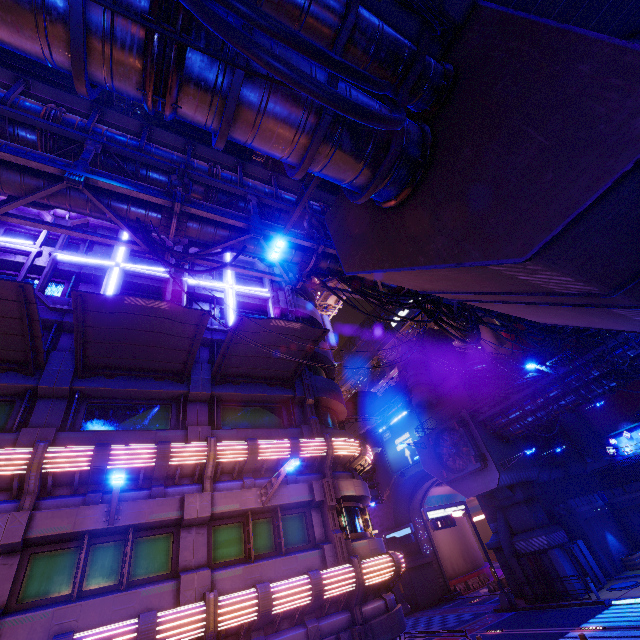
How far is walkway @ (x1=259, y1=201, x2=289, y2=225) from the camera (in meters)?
13.36

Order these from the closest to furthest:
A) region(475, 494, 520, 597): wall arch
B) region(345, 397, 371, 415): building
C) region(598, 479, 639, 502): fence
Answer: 1. region(475, 494, 520, 597): wall arch
2. region(598, 479, 639, 502): fence
3. region(345, 397, 371, 415): building

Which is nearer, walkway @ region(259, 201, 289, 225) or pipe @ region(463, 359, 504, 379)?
walkway @ region(259, 201, 289, 225)

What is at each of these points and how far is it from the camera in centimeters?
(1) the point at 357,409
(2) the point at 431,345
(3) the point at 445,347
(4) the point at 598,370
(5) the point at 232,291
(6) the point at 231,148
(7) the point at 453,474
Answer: (1) building, 5084cm
(2) building, 4125cm
(3) pillar, 4250cm
(4) walkway, 2175cm
(5) neon sign, 1809cm
(6) awning, 1316cm
(7) vent, 2736cm

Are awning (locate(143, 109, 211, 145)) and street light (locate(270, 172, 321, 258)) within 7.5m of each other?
yes

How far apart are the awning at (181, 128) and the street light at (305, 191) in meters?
5.5

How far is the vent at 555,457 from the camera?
29.8m

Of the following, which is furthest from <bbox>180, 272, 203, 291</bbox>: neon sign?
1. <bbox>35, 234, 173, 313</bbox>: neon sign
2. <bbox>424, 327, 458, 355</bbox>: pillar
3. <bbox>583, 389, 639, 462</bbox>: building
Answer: <bbox>583, 389, 639, 462</bbox>: building
